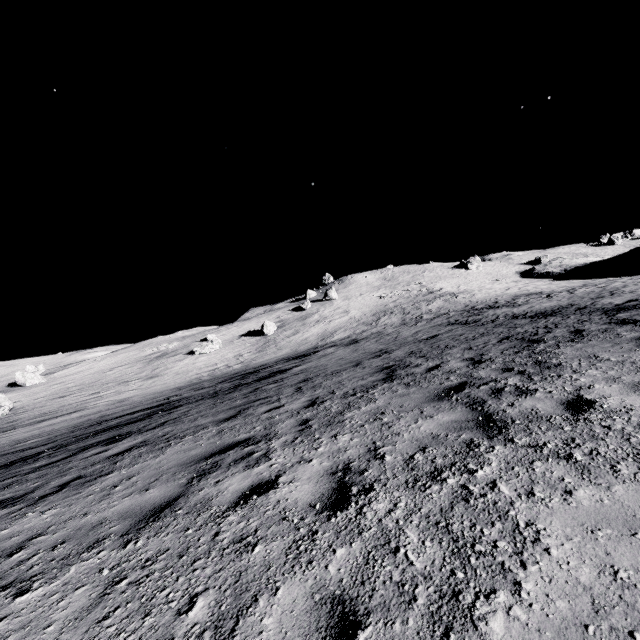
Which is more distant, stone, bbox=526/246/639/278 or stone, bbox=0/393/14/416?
stone, bbox=526/246/639/278

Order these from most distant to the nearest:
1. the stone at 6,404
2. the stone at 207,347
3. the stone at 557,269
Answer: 1. the stone at 557,269
2. the stone at 207,347
3. the stone at 6,404

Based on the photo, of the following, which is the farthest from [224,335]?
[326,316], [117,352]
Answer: [117,352]

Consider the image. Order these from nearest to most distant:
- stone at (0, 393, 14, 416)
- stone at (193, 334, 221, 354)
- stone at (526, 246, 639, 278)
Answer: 1. stone at (0, 393, 14, 416)
2. stone at (193, 334, 221, 354)
3. stone at (526, 246, 639, 278)

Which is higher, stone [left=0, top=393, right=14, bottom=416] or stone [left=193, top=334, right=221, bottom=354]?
stone [left=193, top=334, right=221, bottom=354]

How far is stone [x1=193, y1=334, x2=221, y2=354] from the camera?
43.0m

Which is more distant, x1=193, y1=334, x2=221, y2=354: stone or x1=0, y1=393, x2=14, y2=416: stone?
x1=193, y1=334, x2=221, y2=354: stone

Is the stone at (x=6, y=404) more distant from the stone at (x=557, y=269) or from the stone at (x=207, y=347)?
the stone at (x=557, y=269)
